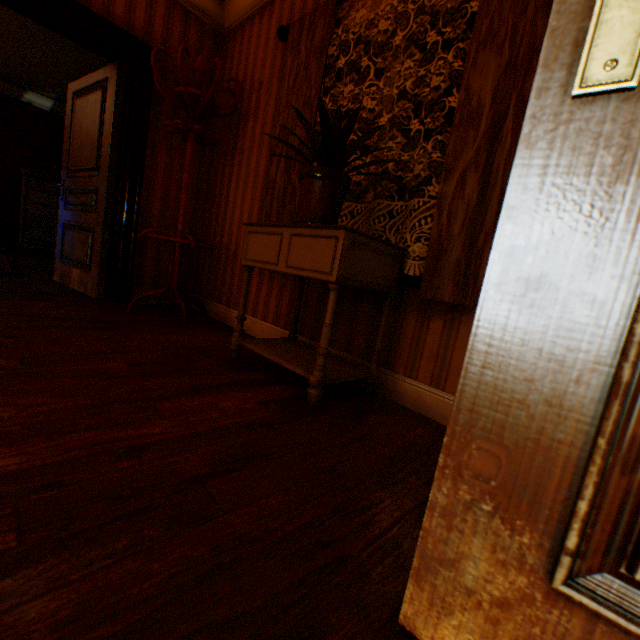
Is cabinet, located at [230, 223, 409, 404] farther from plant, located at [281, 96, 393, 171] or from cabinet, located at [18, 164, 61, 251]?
cabinet, located at [18, 164, 61, 251]

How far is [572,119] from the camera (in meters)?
0.47

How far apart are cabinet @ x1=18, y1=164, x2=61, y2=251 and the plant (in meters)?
7.07

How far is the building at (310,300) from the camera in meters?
2.3

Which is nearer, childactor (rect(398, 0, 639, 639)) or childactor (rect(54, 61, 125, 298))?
childactor (rect(398, 0, 639, 639))

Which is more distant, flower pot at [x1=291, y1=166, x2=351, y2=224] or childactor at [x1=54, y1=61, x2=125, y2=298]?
childactor at [x1=54, y1=61, x2=125, y2=298]

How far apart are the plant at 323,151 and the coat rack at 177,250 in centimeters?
136cm

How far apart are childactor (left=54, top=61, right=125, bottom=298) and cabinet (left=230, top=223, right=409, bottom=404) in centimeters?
216cm
